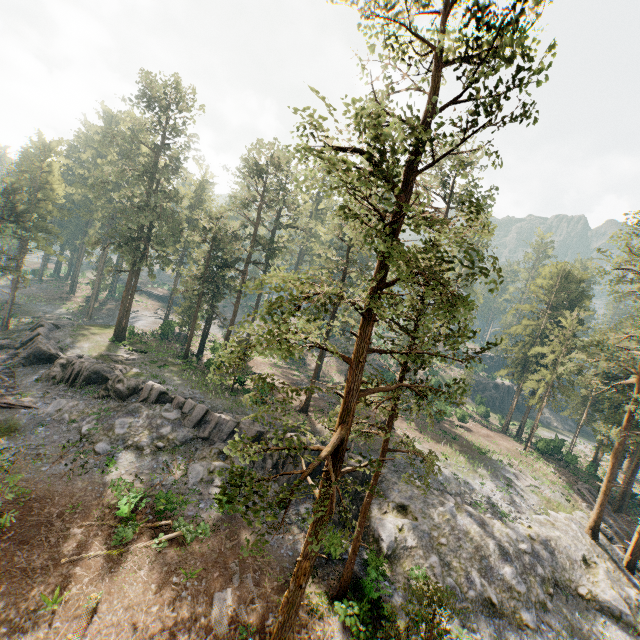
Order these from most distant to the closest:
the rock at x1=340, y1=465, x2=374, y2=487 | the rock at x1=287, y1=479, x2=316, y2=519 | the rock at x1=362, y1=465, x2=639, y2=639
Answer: the rock at x1=340, y1=465, x2=374, y2=487 → the rock at x1=287, y1=479, x2=316, y2=519 → the rock at x1=362, y1=465, x2=639, y2=639

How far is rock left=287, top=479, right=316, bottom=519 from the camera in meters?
24.0 m

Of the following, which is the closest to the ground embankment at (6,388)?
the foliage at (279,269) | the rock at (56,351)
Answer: the rock at (56,351)

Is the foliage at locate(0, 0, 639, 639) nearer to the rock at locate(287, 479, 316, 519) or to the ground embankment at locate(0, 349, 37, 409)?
the rock at locate(287, 479, 316, 519)

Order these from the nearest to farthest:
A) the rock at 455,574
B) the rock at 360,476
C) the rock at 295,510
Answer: the rock at 455,574 → the rock at 295,510 → the rock at 360,476

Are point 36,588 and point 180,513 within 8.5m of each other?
yes
